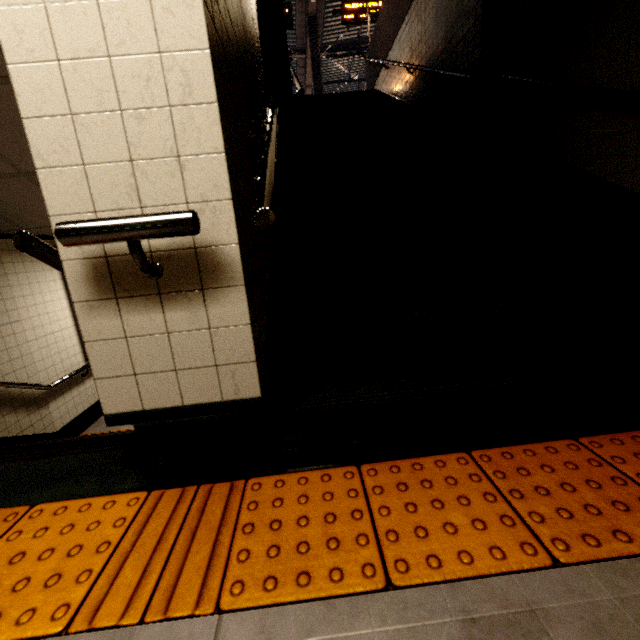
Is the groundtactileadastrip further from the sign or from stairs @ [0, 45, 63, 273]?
the sign

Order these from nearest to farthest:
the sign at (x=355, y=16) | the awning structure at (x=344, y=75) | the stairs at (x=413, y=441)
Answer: the stairs at (x=413, y=441), the sign at (x=355, y=16), the awning structure at (x=344, y=75)

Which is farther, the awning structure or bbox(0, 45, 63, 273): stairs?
the awning structure

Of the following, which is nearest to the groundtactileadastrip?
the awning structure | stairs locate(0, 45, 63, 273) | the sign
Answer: stairs locate(0, 45, 63, 273)

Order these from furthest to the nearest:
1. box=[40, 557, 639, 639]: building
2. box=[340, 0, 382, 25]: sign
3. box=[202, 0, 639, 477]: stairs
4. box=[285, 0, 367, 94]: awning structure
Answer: box=[285, 0, 367, 94]: awning structure < box=[340, 0, 382, 25]: sign < box=[202, 0, 639, 477]: stairs < box=[40, 557, 639, 639]: building

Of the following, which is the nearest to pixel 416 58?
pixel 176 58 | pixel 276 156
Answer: pixel 276 156

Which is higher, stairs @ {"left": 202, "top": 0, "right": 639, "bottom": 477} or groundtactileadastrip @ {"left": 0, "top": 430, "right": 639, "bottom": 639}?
stairs @ {"left": 202, "top": 0, "right": 639, "bottom": 477}

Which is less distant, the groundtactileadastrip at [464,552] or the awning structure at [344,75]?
the groundtactileadastrip at [464,552]
